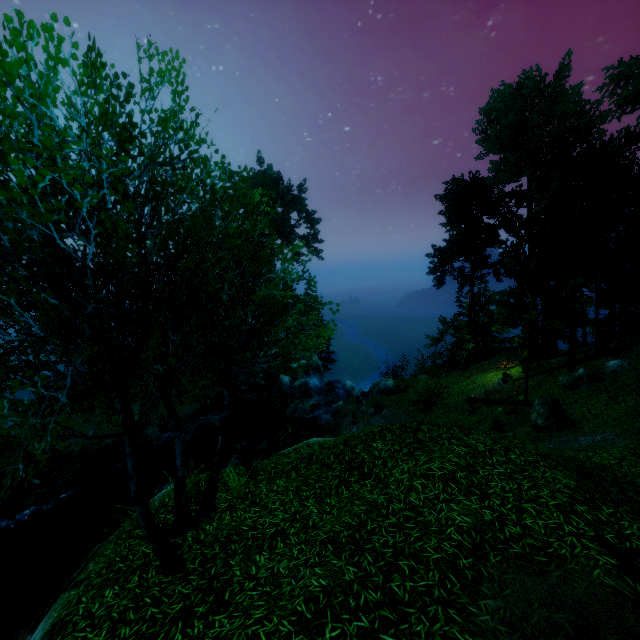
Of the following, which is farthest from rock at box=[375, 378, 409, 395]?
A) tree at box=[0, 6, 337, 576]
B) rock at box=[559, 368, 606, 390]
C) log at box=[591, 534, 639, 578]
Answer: log at box=[591, 534, 639, 578]

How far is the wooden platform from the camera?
16.5m

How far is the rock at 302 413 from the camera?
25.4m

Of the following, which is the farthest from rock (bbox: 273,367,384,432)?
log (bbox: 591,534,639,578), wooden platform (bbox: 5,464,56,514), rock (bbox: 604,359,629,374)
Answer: log (bbox: 591,534,639,578)

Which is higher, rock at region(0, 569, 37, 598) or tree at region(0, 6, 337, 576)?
tree at region(0, 6, 337, 576)

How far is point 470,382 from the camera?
26.5 meters

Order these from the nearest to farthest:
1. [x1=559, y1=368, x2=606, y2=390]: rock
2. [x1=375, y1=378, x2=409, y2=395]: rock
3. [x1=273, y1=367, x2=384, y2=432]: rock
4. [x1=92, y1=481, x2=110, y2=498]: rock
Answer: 1. [x1=559, y1=368, x2=606, y2=390]: rock
2. [x1=92, y1=481, x2=110, y2=498]: rock
3. [x1=375, y1=378, x2=409, y2=395]: rock
4. [x1=273, y1=367, x2=384, y2=432]: rock

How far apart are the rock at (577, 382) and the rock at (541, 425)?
3.30m
